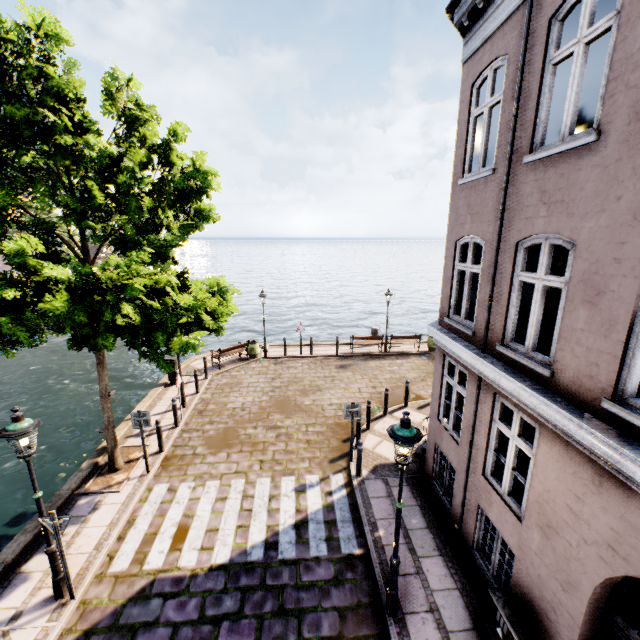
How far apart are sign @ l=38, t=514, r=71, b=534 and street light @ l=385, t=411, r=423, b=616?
5.54m

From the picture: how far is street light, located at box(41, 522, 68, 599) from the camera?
5.7 meters

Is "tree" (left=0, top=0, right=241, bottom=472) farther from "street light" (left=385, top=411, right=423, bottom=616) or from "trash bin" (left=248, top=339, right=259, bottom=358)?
"trash bin" (left=248, top=339, right=259, bottom=358)

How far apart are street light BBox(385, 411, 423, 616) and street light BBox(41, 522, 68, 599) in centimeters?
564cm

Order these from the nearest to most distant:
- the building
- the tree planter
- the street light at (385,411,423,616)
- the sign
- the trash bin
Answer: the building < the street light at (385,411,423,616) < the sign < the tree planter < the trash bin

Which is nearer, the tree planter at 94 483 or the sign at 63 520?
the sign at 63 520

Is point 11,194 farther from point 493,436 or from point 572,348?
point 493,436

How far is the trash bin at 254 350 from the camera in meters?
17.6 m
